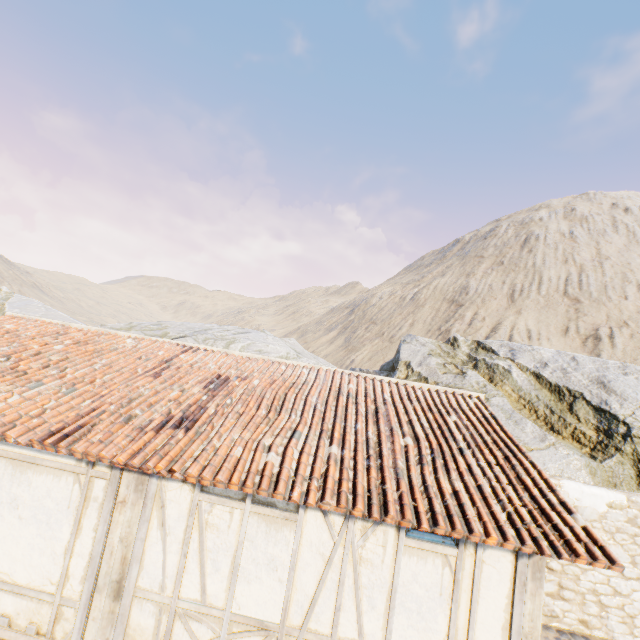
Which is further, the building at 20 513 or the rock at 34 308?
the rock at 34 308

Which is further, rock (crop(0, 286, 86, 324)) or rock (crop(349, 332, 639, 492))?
rock (crop(0, 286, 86, 324))

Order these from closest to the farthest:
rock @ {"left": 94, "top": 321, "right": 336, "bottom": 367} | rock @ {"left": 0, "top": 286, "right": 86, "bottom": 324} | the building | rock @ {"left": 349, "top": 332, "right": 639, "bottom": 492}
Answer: the building, rock @ {"left": 349, "top": 332, "right": 639, "bottom": 492}, rock @ {"left": 94, "top": 321, "right": 336, "bottom": 367}, rock @ {"left": 0, "top": 286, "right": 86, "bottom": 324}

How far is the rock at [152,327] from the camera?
18.83m

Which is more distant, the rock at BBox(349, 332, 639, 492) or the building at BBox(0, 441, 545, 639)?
the rock at BBox(349, 332, 639, 492)

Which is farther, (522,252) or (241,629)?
(522,252)

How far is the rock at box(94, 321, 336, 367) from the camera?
18.83m
